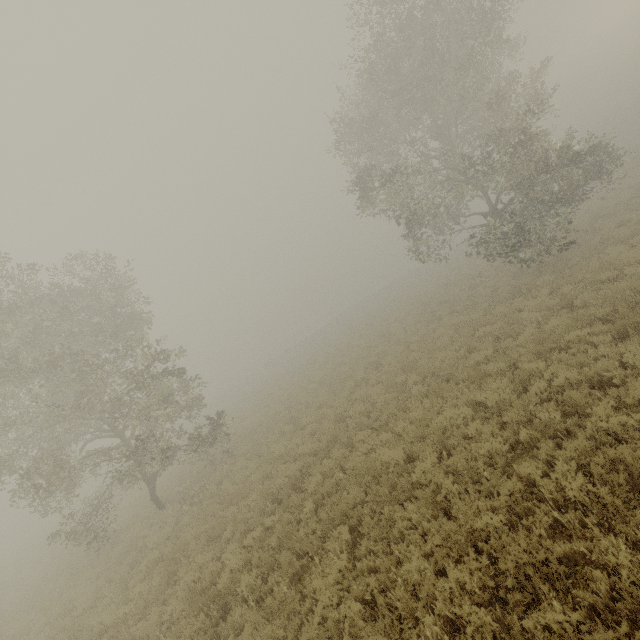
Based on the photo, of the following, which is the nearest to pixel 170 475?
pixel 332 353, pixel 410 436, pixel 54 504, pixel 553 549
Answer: pixel 54 504
